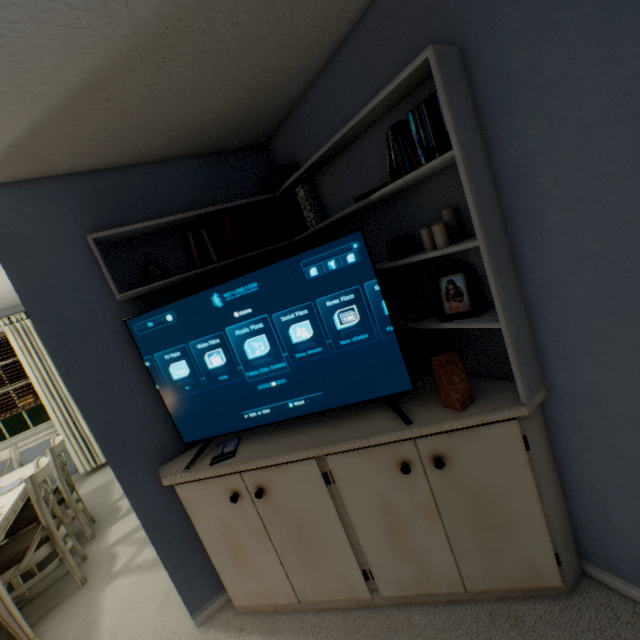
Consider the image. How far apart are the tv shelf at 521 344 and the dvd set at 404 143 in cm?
2

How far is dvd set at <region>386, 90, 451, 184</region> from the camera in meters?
1.0

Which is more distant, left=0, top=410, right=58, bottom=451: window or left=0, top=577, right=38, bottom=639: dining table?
left=0, top=410, right=58, bottom=451: window

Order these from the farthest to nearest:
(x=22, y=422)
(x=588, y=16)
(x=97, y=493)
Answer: (x=22, y=422) → (x=97, y=493) → (x=588, y=16)

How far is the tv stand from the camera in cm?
127

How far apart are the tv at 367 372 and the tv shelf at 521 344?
0.1m

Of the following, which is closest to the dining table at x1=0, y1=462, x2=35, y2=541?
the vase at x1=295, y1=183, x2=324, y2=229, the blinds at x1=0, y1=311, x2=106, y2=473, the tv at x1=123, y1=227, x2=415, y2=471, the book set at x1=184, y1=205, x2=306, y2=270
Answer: the blinds at x1=0, y1=311, x2=106, y2=473

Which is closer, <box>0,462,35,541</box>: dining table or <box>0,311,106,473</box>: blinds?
<box>0,462,35,541</box>: dining table
